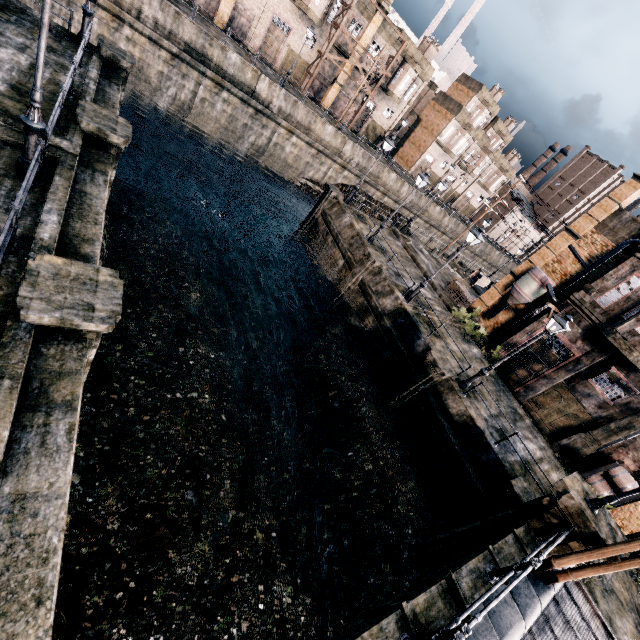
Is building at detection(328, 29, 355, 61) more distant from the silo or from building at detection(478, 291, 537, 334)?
the silo

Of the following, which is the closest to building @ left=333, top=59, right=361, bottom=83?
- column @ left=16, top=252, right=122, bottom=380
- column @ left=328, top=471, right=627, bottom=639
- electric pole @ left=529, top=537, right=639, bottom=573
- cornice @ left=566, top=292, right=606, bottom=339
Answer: cornice @ left=566, top=292, right=606, bottom=339

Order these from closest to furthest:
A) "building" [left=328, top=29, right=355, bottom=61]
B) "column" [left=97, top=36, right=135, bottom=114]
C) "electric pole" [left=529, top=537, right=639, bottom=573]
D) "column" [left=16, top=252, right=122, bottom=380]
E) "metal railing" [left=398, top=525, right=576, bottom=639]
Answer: "metal railing" [left=398, top=525, right=576, bottom=639] → "column" [left=16, top=252, right=122, bottom=380] → "electric pole" [left=529, top=537, right=639, bottom=573] → "column" [left=97, top=36, right=135, bottom=114] → "building" [left=328, top=29, right=355, bottom=61]

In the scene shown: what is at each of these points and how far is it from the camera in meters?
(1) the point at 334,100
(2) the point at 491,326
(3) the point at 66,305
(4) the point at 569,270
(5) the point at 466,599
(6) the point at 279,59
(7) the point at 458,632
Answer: (1) building, 45.2 m
(2) building, 27.2 m
(3) column, 6.3 m
(4) building, 23.7 m
(5) column, 7.2 m
(6) building, 39.4 m
(7) metal railing, 5.2 m

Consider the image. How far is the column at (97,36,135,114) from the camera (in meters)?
15.80

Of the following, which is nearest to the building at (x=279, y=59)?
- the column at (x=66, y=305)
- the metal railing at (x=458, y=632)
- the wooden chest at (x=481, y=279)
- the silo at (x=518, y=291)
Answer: the wooden chest at (x=481, y=279)

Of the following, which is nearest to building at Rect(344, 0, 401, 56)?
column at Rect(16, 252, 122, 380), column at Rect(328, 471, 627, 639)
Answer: column at Rect(16, 252, 122, 380)

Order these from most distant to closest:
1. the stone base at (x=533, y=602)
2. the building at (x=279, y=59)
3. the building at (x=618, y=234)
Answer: the building at (x=279, y=59), the building at (x=618, y=234), the stone base at (x=533, y=602)
